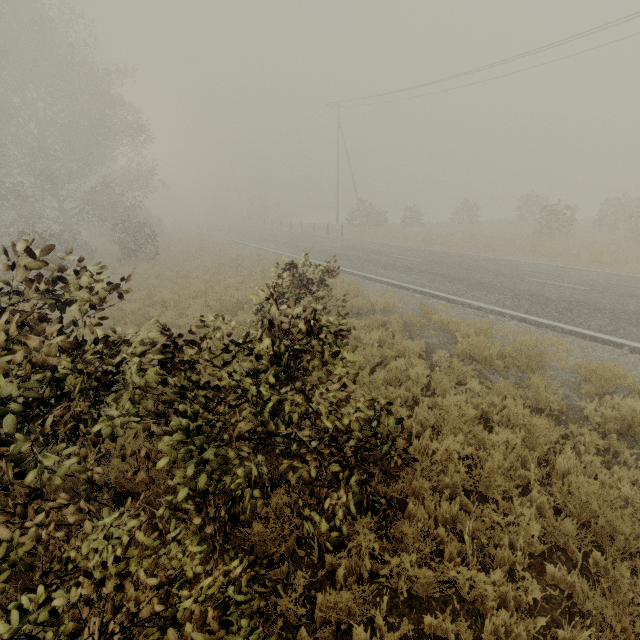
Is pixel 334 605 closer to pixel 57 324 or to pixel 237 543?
pixel 237 543

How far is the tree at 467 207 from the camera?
30.4m

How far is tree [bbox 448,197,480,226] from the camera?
30.4 meters
